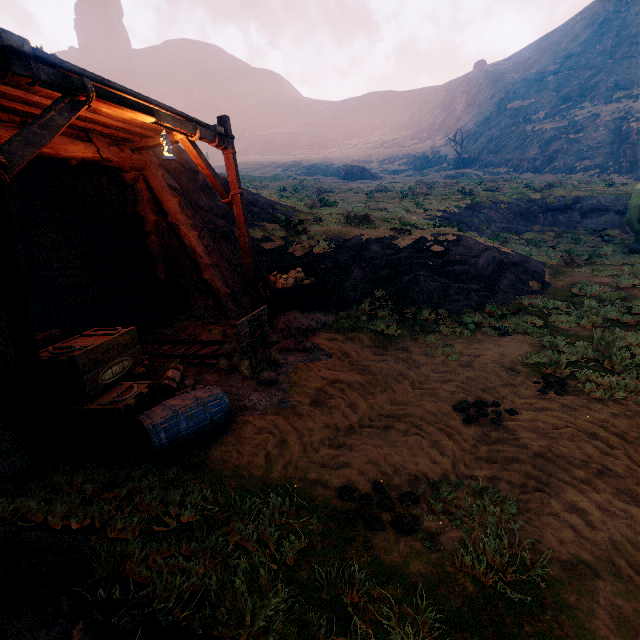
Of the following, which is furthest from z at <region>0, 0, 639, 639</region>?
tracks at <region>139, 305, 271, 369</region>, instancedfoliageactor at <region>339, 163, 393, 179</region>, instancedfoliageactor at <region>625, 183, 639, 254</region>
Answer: instancedfoliageactor at <region>339, 163, 393, 179</region>

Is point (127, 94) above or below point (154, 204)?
above

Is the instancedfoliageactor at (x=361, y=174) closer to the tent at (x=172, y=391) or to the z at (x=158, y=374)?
the z at (x=158, y=374)

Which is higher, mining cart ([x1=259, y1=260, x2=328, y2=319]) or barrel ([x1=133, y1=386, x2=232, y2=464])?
mining cart ([x1=259, y1=260, x2=328, y2=319])

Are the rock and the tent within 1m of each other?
no

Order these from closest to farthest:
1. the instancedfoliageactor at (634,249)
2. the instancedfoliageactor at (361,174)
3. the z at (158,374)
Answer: the z at (158,374) → the instancedfoliageactor at (634,249) → the instancedfoliageactor at (361,174)

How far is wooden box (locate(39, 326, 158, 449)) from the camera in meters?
3.8 m

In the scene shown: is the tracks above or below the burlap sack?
below
